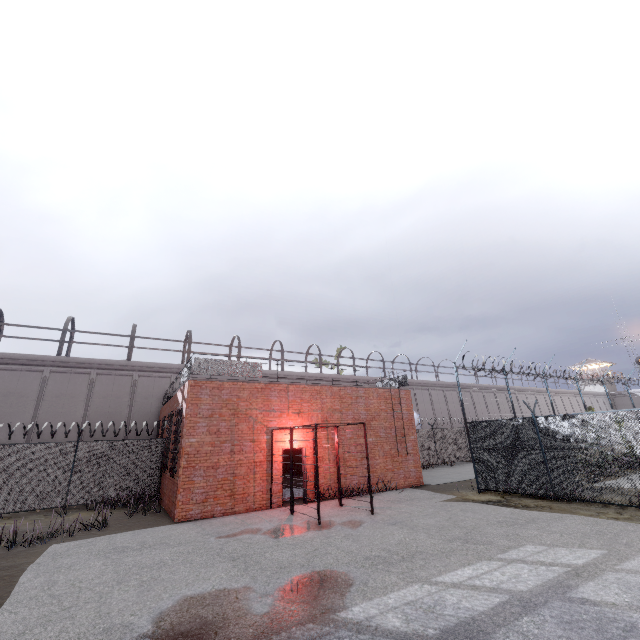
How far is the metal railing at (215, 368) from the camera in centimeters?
1327cm

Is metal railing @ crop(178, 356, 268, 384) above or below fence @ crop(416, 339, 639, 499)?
above

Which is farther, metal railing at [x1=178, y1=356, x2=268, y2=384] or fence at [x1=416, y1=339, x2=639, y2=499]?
metal railing at [x1=178, y1=356, x2=268, y2=384]

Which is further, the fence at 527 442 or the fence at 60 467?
the fence at 60 467

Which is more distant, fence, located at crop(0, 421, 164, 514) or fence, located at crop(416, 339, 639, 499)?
fence, located at crop(0, 421, 164, 514)

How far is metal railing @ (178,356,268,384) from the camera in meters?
13.3

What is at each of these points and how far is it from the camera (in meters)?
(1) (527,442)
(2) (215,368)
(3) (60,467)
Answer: (1) fence, 12.24
(2) metal railing, 13.54
(3) fence, 14.59
